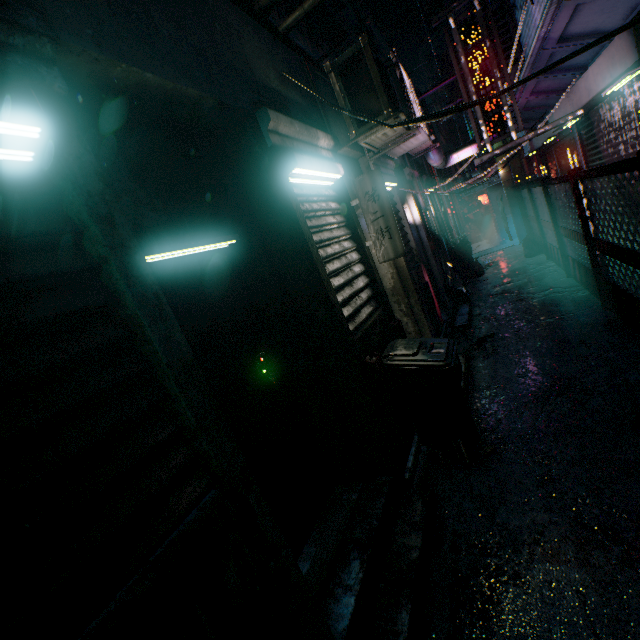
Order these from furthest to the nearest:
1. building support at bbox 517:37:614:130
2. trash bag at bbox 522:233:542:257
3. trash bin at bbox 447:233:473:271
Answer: trash bin at bbox 447:233:473:271, trash bag at bbox 522:233:542:257, building support at bbox 517:37:614:130

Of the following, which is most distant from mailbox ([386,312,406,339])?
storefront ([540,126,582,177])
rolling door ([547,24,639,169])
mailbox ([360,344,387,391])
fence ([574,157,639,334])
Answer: storefront ([540,126,582,177])

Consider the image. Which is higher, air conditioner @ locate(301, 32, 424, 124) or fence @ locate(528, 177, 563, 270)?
air conditioner @ locate(301, 32, 424, 124)

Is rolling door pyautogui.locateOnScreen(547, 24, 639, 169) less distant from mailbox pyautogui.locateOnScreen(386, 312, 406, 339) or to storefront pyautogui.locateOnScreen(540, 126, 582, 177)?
storefront pyautogui.locateOnScreen(540, 126, 582, 177)

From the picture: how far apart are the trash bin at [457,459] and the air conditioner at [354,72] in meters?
1.9 m

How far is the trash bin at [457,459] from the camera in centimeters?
247cm

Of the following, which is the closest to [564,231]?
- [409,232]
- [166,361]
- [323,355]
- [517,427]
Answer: [409,232]

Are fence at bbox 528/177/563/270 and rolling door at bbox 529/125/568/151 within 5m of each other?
yes
